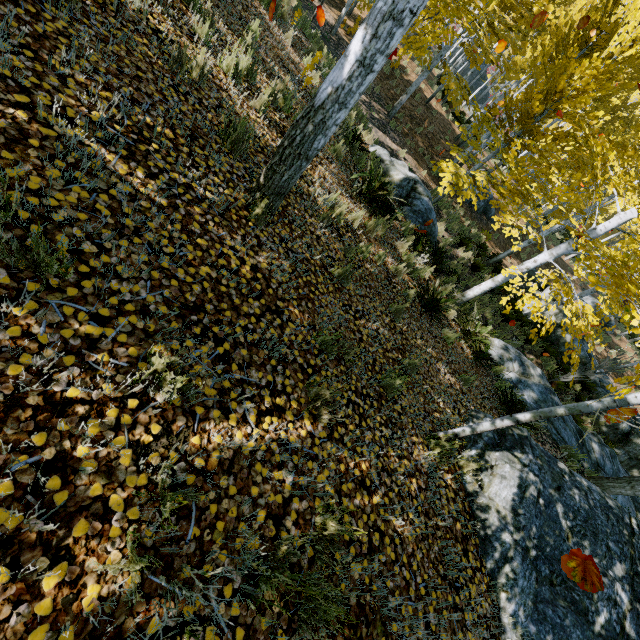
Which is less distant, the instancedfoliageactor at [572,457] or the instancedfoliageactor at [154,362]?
the instancedfoliageactor at [154,362]

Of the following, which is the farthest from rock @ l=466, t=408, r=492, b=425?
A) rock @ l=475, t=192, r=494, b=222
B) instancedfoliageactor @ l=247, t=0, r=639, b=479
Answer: rock @ l=475, t=192, r=494, b=222

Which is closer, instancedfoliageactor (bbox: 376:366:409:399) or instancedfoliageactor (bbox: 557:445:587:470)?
instancedfoliageactor (bbox: 376:366:409:399)

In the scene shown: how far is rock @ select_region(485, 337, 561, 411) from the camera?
8.1m

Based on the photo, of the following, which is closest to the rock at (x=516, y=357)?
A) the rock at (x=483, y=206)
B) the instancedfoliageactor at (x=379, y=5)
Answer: the instancedfoliageactor at (x=379, y=5)

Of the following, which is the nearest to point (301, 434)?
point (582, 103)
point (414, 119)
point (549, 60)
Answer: point (582, 103)

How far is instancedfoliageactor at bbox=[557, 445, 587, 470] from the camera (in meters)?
6.62

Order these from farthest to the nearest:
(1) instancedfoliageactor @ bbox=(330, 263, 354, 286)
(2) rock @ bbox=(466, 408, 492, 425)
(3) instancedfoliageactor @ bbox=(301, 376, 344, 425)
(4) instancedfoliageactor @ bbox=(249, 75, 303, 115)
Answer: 1. (2) rock @ bbox=(466, 408, 492, 425)
2. (4) instancedfoliageactor @ bbox=(249, 75, 303, 115)
3. (1) instancedfoliageactor @ bbox=(330, 263, 354, 286)
4. (3) instancedfoliageactor @ bbox=(301, 376, 344, 425)
